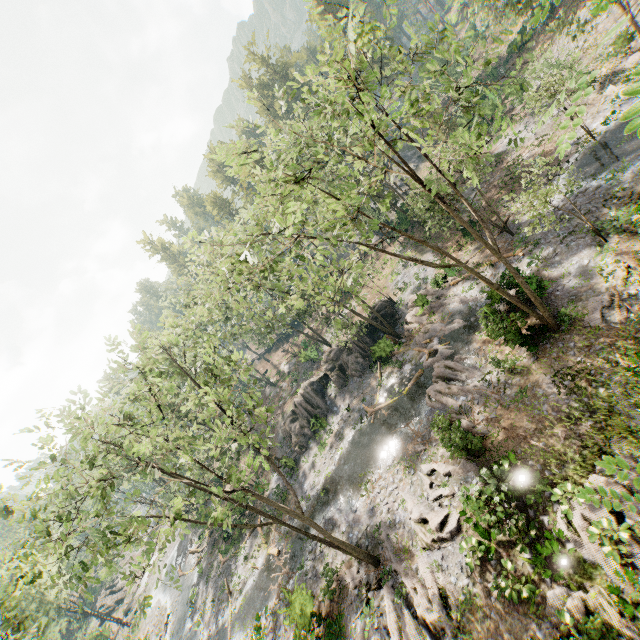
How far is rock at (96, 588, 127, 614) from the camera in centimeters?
5543cm

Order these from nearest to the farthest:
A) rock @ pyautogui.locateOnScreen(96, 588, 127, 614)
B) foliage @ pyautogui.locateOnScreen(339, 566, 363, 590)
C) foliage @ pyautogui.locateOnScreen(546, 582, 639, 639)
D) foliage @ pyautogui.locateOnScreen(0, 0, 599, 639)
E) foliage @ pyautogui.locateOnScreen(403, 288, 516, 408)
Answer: foliage @ pyautogui.locateOnScreen(546, 582, 639, 639) < foliage @ pyautogui.locateOnScreen(0, 0, 599, 639) < foliage @ pyautogui.locateOnScreen(339, 566, 363, 590) < foliage @ pyautogui.locateOnScreen(403, 288, 516, 408) < rock @ pyautogui.locateOnScreen(96, 588, 127, 614)

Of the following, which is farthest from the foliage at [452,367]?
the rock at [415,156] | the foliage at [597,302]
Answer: the foliage at [597,302]

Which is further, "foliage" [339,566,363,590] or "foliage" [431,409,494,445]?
"foliage" [339,566,363,590]

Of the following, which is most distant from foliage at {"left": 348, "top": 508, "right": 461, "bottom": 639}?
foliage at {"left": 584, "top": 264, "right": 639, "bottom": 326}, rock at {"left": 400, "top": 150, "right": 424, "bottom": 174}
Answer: foliage at {"left": 584, "top": 264, "right": 639, "bottom": 326}

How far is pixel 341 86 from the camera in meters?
11.6 m

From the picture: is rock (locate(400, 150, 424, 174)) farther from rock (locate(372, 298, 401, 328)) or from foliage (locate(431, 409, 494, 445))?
rock (locate(372, 298, 401, 328))

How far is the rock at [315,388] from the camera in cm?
3272
